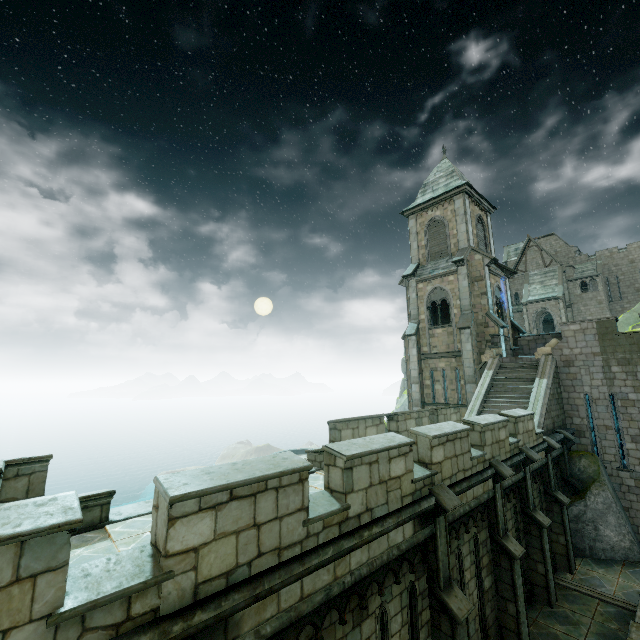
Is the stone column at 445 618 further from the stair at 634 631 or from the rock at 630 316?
the rock at 630 316

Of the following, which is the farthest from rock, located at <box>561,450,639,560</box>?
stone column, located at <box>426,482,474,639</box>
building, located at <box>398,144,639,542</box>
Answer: stone column, located at <box>426,482,474,639</box>

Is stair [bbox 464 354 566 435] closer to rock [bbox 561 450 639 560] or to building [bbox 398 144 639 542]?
building [bbox 398 144 639 542]

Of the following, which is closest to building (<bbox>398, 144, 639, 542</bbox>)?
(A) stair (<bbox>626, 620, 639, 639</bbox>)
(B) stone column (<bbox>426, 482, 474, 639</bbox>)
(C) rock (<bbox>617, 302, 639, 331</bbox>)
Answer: (C) rock (<bbox>617, 302, 639, 331</bbox>)

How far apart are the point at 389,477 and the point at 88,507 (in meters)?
5.70

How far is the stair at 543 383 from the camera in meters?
15.4

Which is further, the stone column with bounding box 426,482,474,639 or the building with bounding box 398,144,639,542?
the building with bounding box 398,144,639,542

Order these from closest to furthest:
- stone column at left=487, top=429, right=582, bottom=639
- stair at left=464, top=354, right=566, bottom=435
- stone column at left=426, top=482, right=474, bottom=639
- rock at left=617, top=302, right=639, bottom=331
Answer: stone column at left=426, top=482, right=474, bottom=639
stone column at left=487, top=429, right=582, bottom=639
stair at left=464, top=354, right=566, bottom=435
rock at left=617, top=302, right=639, bottom=331
